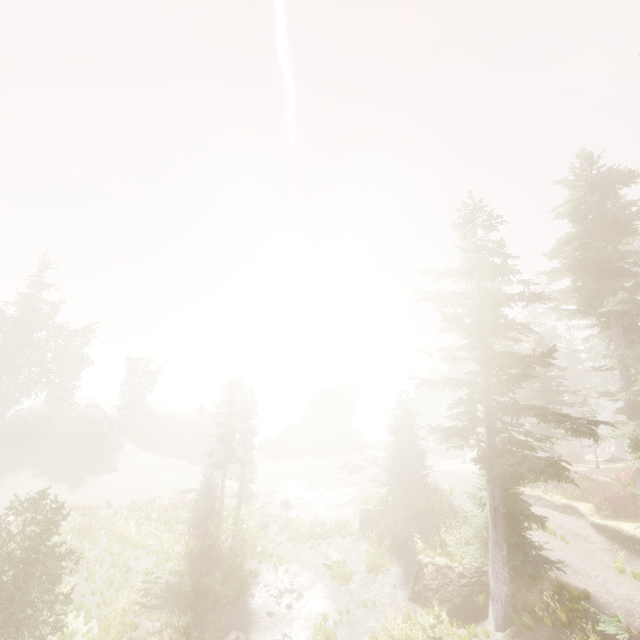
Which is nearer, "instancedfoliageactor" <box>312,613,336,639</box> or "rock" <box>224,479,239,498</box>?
"instancedfoliageactor" <box>312,613,336,639</box>

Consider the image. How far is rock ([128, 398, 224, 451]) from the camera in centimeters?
4903cm

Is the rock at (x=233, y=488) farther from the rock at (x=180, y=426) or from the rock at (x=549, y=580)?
the rock at (x=549, y=580)

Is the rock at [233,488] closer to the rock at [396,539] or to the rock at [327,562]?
→ the rock at [327,562]

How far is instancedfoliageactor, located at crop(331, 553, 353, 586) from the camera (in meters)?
18.77

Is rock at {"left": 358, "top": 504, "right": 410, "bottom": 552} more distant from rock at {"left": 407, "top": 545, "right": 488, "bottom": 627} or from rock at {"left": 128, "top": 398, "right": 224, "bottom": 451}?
rock at {"left": 128, "top": 398, "right": 224, "bottom": 451}

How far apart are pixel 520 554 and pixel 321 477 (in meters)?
32.55

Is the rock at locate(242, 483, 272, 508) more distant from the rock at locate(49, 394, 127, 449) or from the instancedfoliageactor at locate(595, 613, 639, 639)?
the rock at locate(49, 394, 127, 449)
